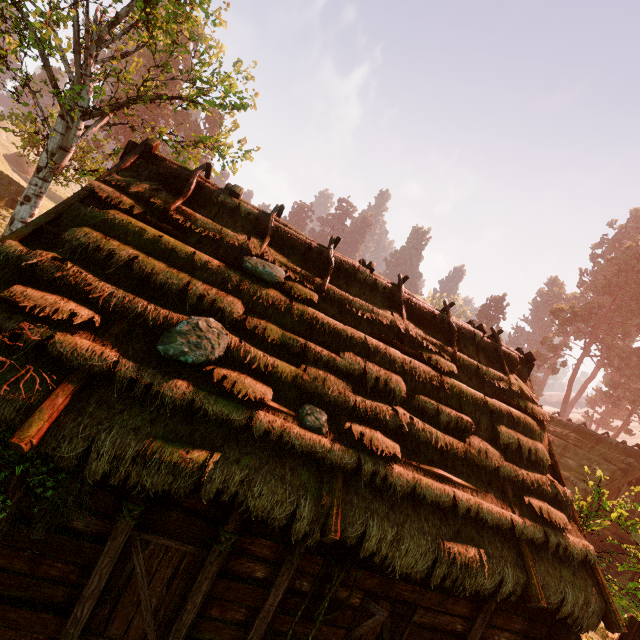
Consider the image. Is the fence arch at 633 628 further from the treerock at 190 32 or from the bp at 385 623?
the bp at 385 623

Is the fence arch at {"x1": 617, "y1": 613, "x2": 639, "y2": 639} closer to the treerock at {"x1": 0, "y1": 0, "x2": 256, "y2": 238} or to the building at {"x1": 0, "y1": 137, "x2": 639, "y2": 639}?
the treerock at {"x1": 0, "y1": 0, "x2": 256, "y2": 238}

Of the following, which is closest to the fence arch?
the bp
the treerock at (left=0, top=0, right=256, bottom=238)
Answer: the treerock at (left=0, top=0, right=256, bottom=238)

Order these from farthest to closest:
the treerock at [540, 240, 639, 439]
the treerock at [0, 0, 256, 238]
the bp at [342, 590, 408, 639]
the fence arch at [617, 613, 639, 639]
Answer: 1. the treerock at [540, 240, 639, 439]
2. the treerock at [0, 0, 256, 238]
3. the fence arch at [617, 613, 639, 639]
4. the bp at [342, 590, 408, 639]

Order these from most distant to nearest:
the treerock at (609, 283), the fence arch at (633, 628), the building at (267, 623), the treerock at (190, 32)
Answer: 1. the treerock at (609, 283)
2. the treerock at (190, 32)
3. the fence arch at (633, 628)
4. the building at (267, 623)

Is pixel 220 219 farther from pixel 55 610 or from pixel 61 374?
pixel 55 610

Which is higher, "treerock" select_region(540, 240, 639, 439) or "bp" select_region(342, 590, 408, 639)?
"treerock" select_region(540, 240, 639, 439)
